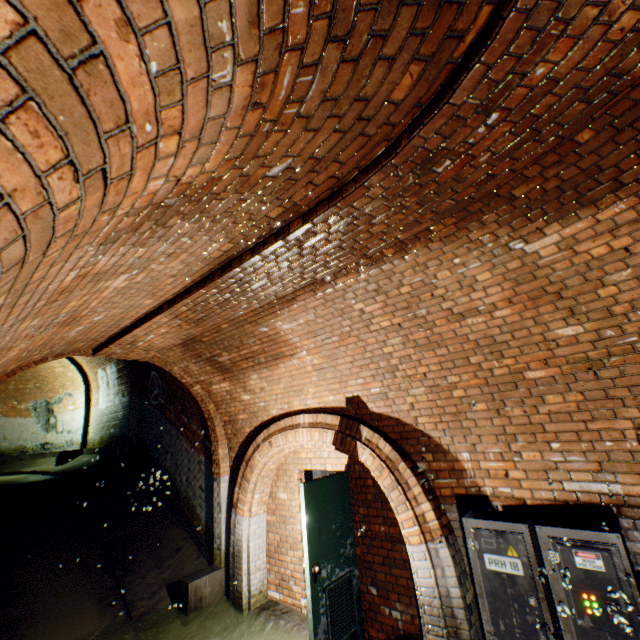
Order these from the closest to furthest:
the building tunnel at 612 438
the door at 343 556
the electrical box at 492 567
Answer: the building tunnel at 612 438
the electrical box at 492 567
the door at 343 556

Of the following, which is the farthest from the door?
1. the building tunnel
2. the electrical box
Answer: the electrical box

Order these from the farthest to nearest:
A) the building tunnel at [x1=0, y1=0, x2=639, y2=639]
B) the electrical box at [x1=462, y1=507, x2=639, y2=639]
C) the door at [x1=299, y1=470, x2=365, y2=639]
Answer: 1. the door at [x1=299, y1=470, x2=365, y2=639]
2. the electrical box at [x1=462, y1=507, x2=639, y2=639]
3. the building tunnel at [x1=0, y1=0, x2=639, y2=639]

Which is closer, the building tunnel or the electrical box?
the building tunnel

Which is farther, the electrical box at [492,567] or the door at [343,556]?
the door at [343,556]

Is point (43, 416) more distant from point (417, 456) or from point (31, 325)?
point (417, 456)

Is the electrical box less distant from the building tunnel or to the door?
the building tunnel
